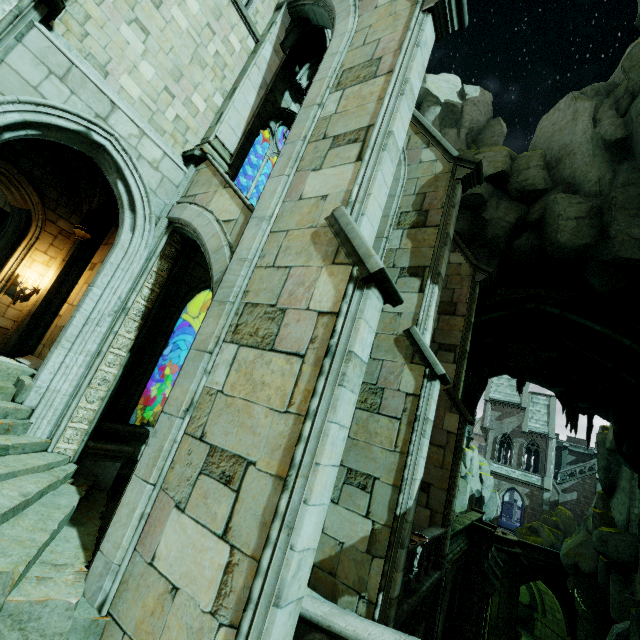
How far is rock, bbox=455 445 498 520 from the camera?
38.22m

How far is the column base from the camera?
6.50m

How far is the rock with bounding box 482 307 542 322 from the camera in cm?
1727

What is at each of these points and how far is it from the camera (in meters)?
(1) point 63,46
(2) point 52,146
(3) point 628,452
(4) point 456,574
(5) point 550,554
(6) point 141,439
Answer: (1) wall trim, 5.86
(2) building, 10.80
(3) rock, 15.76
(4) archway, 14.10
(5) wall trim, 29.70
(6) wall trim, 7.70

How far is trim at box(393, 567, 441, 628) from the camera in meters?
6.7

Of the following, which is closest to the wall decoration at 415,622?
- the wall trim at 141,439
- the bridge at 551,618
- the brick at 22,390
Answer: the wall trim at 141,439

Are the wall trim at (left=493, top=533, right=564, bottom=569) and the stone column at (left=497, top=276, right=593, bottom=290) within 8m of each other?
no

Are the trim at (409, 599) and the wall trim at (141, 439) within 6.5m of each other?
yes
